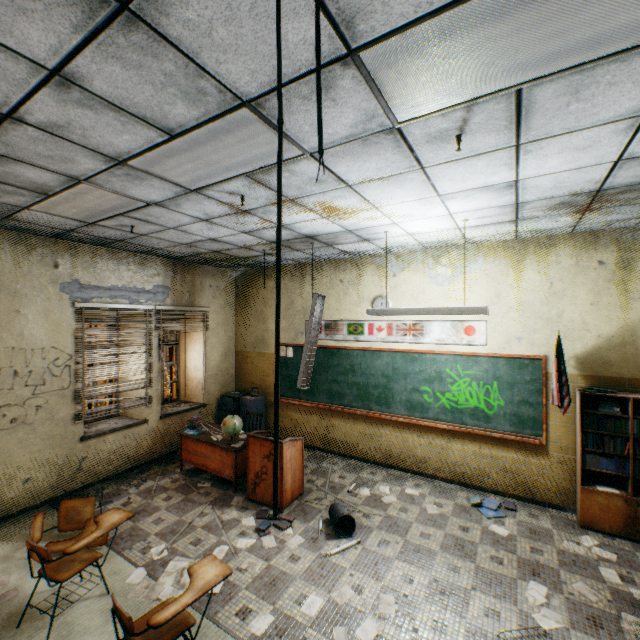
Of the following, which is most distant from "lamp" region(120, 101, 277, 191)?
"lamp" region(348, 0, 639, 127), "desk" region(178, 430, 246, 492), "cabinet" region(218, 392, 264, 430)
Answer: "cabinet" region(218, 392, 264, 430)

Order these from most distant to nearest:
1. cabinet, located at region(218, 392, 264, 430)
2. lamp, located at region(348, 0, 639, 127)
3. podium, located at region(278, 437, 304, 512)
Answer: cabinet, located at region(218, 392, 264, 430), podium, located at region(278, 437, 304, 512), lamp, located at region(348, 0, 639, 127)

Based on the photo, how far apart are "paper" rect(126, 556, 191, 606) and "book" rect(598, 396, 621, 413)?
4.17m

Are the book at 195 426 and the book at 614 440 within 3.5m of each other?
no

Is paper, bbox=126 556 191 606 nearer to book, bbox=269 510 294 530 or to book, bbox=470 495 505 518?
book, bbox=269 510 294 530

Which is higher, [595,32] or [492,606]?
[595,32]

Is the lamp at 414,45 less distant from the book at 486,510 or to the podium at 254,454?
the podium at 254,454

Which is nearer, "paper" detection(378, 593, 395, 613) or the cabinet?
"paper" detection(378, 593, 395, 613)
